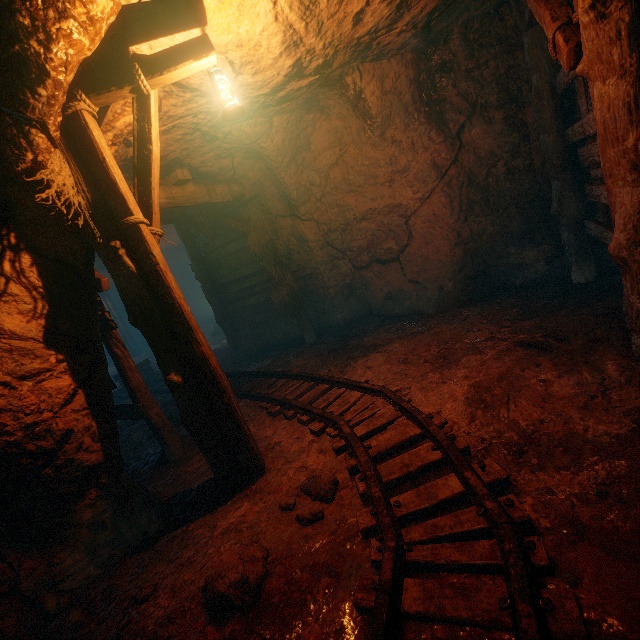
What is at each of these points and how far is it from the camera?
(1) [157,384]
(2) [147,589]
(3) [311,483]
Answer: (1) tracks, 9.97m
(2) instancedfoliageactor, 2.59m
(3) instancedfoliageactor, 3.09m

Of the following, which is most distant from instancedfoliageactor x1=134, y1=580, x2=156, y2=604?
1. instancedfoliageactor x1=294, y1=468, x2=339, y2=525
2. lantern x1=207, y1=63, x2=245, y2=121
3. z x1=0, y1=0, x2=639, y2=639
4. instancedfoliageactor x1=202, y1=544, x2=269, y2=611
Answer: lantern x1=207, y1=63, x2=245, y2=121

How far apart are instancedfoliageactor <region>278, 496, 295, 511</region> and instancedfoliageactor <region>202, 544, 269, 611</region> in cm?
33

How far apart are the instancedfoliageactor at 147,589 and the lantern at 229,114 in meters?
4.2

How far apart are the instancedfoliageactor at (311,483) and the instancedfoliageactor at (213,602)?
0.3 meters

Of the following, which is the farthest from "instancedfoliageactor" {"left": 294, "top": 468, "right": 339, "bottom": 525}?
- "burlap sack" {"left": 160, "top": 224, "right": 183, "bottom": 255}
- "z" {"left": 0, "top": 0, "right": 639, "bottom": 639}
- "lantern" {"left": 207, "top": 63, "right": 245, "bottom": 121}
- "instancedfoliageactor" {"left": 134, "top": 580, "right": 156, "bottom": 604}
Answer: "burlap sack" {"left": 160, "top": 224, "right": 183, "bottom": 255}

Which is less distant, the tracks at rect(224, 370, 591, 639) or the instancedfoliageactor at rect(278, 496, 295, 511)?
the tracks at rect(224, 370, 591, 639)
